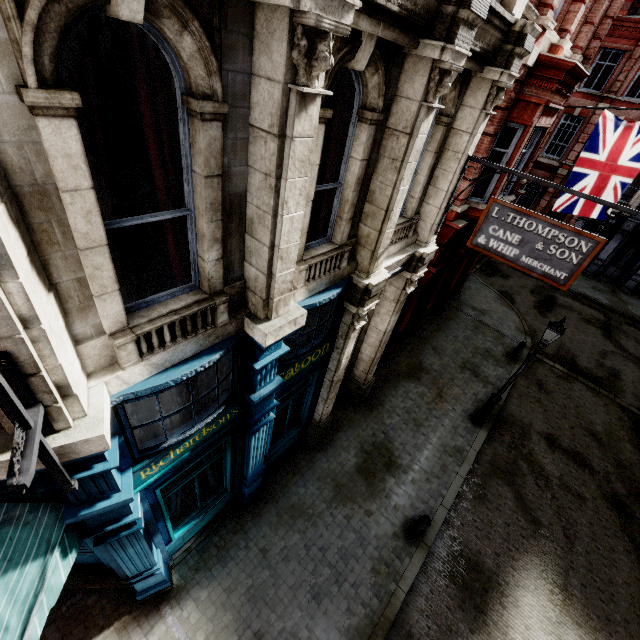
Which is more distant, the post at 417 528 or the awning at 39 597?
the post at 417 528

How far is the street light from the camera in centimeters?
872cm

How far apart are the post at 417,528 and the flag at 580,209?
10.94m

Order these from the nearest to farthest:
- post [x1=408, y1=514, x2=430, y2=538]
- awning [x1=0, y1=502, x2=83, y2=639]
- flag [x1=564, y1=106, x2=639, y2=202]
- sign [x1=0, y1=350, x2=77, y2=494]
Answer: sign [x1=0, y1=350, x2=77, y2=494]
awning [x1=0, y1=502, x2=83, y2=639]
post [x1=408, y1=514, x2=430, y2=538]
flag [x1=564, y1=106, x2=639, y2=202]

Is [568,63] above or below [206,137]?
above

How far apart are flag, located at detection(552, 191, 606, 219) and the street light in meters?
5.1 m

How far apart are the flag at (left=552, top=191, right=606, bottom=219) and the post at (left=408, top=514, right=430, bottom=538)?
10.94m

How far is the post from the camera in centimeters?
780cm
